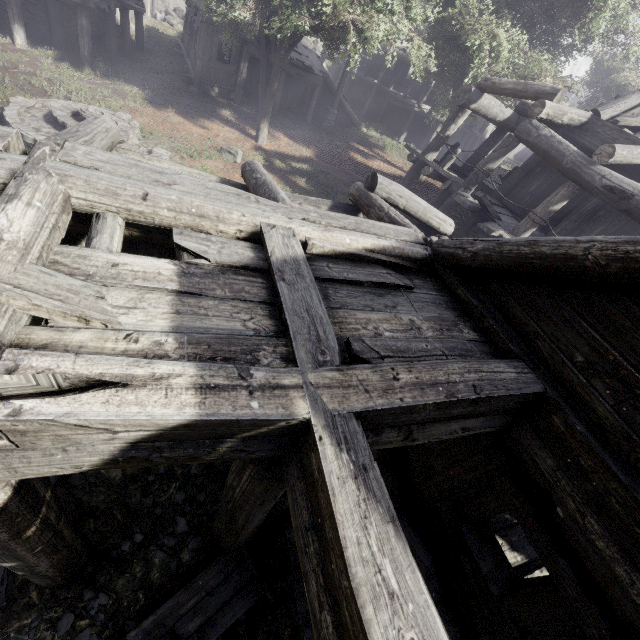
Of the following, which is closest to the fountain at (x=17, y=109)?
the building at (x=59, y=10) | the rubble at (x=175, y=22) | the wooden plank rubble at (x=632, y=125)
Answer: the building at (x=59, y=10)

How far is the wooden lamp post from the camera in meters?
18.8 m

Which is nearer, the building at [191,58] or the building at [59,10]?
the building at [59,10]

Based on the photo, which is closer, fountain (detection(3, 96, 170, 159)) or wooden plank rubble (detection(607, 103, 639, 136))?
fountain (detection(3, 96, 170, 159))

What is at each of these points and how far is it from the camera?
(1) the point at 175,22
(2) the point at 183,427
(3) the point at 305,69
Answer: (1) rubble, 26.4 meters
(2) building, 1.8 meters
(3) building, 18.3 meters

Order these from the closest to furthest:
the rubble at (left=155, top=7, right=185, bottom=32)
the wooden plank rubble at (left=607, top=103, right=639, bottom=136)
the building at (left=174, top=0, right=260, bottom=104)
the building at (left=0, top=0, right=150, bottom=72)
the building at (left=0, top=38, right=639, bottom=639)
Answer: the building at (left=0, top=38, right=639, bottom=639), the wooden plank rubble at (left=607, top=103, right=639, bottom=136), the building at (left=0, top=0, right=150, bottom=72), the building at (left=174, top=0, right=260, bottom=104), the rubble at (left=155, top=7, right=185, bottom=32)

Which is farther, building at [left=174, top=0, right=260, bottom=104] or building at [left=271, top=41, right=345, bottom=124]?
building at [left=271, top=41, right=345, bottom=124]

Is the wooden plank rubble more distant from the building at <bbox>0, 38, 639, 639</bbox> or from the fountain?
the fountain
